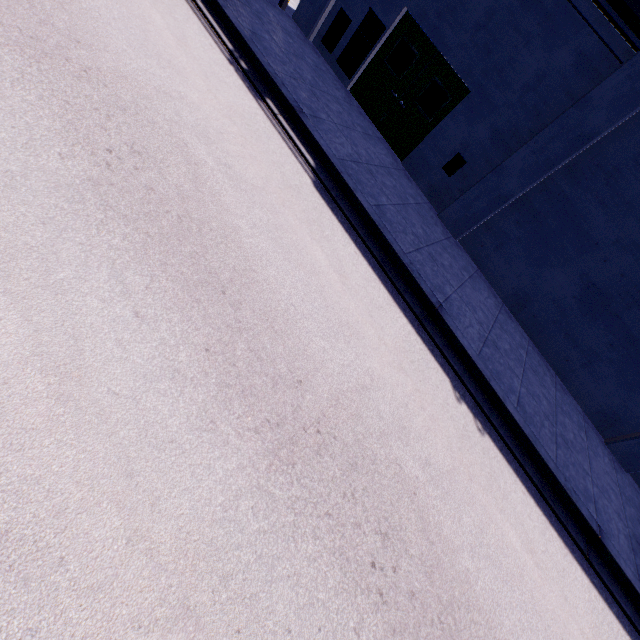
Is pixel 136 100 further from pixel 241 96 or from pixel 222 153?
pixel 241 96

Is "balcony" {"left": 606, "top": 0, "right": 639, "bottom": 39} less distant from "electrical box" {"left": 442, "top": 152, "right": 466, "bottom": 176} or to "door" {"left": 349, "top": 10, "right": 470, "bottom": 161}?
"door" {"left": 349, "top": 10, "right": 470, "bottom": 161}

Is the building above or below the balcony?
below

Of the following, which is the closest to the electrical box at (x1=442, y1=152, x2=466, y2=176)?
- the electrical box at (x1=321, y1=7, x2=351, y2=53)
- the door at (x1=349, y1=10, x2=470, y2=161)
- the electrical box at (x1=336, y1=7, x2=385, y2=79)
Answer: the door at (x1=349, y1=10, x2=470, y2=161)

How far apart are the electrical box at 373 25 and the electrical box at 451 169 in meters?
4.1

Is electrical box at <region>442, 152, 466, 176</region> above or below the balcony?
below

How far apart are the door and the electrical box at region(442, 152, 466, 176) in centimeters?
109cm

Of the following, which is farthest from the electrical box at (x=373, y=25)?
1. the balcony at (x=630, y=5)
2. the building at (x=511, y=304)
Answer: the balcony at (x=630, y=5)
